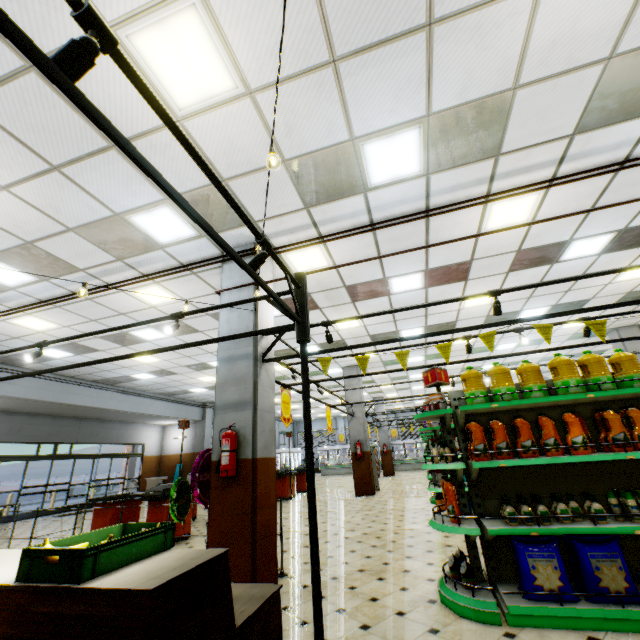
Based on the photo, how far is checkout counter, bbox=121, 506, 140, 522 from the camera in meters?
7.4 m

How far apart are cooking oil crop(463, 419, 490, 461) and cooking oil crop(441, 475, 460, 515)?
0.4m

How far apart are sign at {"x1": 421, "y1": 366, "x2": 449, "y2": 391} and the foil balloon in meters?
3.2 m

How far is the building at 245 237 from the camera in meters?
3.1

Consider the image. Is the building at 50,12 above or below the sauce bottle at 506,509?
above

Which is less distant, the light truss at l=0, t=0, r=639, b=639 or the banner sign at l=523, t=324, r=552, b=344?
the light truss at l=0, t=0, r=639, b=639

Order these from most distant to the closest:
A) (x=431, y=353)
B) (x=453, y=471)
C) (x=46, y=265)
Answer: (x=431, y=353)
(x=46, y=265)
(x=453, y=471)

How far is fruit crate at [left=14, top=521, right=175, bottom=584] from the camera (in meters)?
1.84
